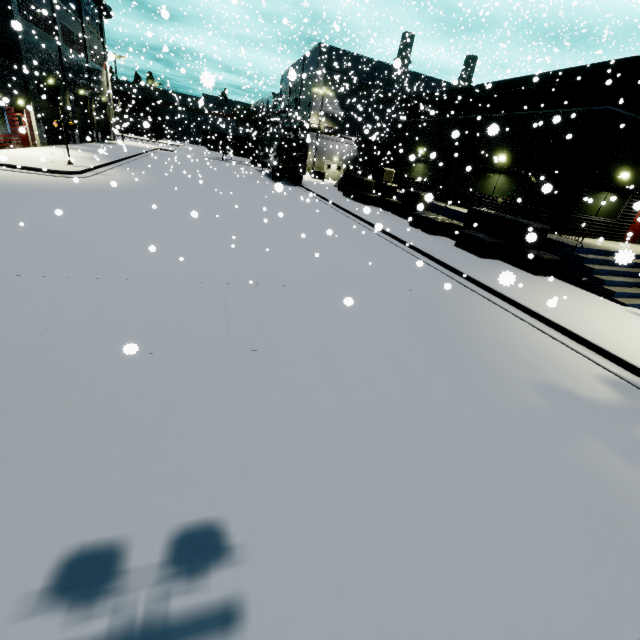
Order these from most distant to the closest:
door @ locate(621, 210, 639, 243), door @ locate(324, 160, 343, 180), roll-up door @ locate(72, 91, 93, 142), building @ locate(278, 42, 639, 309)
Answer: door @ locate(324, 160, 343, 180)
roll-up door @ locate(72, 91, 93, 142)
door @ locate(621, 210, 639, 243)
building @ locate(278, 42, 639, 309)

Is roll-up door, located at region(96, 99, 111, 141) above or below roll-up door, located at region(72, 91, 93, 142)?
above

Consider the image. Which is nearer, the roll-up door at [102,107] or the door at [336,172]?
the roll-up door at [102,107]

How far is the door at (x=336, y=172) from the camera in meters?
46.4 m

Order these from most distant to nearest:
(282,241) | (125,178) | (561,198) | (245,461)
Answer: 1. (125,178)
2. (561,198)
3. (282,241)
4. (245,461)

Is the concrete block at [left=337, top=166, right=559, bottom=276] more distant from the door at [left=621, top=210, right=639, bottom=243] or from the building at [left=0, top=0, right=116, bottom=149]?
the door at [left=621, top=210, right=639, bottom=243]

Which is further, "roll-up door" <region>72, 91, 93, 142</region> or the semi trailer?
"roll-up door" <region>72, 91, 93, 142</region>

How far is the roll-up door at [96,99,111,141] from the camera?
39.0m
